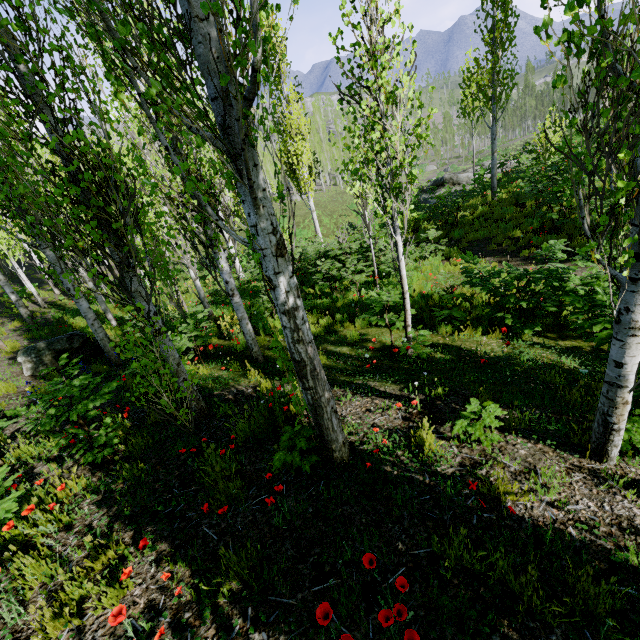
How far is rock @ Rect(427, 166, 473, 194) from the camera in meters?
22.2 m

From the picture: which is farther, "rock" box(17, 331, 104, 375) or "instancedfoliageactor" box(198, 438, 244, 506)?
"rock" box(17, 331, 104, 375)

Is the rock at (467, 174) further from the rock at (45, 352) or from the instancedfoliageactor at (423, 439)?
the rock at (45, 352)

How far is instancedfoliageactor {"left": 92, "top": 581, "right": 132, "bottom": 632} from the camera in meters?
1.8 m

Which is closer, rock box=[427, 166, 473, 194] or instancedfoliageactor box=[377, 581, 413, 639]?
instancedfoliageactor box=[377, 581, 413, 639]

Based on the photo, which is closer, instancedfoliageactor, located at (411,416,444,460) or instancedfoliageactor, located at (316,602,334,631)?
instancedfoliageactor, located at (316,602,334,631)

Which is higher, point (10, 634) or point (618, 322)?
point (618, 322)
